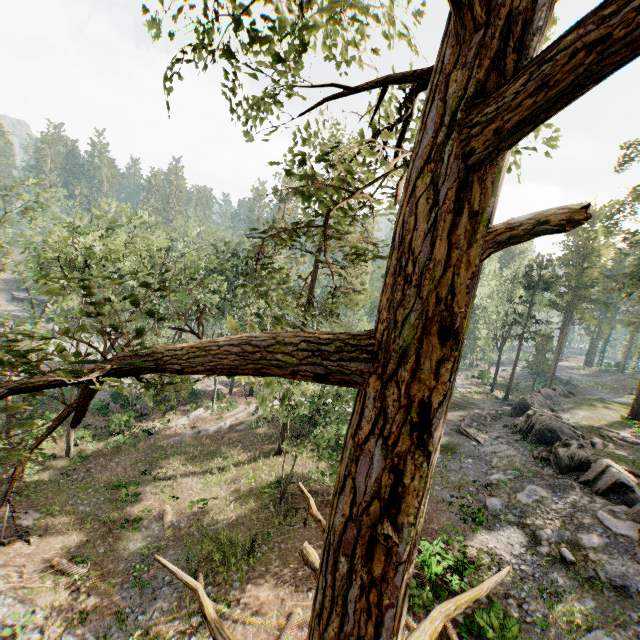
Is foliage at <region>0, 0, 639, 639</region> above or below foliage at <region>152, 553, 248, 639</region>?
above

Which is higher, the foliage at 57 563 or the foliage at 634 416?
the foliage at 634 416

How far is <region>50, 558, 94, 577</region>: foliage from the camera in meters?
15.6 m

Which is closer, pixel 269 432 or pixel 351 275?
pixel 351 275

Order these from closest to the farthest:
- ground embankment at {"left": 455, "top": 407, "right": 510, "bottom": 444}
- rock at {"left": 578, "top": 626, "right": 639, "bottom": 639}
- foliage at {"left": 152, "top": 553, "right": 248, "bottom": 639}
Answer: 1. foliage at {"left": 152, "top": 553, "right": 248, "bottom": 639}
2. rock at {"left": 578, "top": 626, "right": 639, "bottom": 639}
3. ground embankment at {"left": 455, "top": 407, "right": 510, "bottom": 444}

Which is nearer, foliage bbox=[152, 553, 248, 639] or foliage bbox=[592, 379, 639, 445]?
foliage bbox=[152, 553, 248, 639]

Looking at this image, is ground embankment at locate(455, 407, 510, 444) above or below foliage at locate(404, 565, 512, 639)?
below

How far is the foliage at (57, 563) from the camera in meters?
15.6 m
